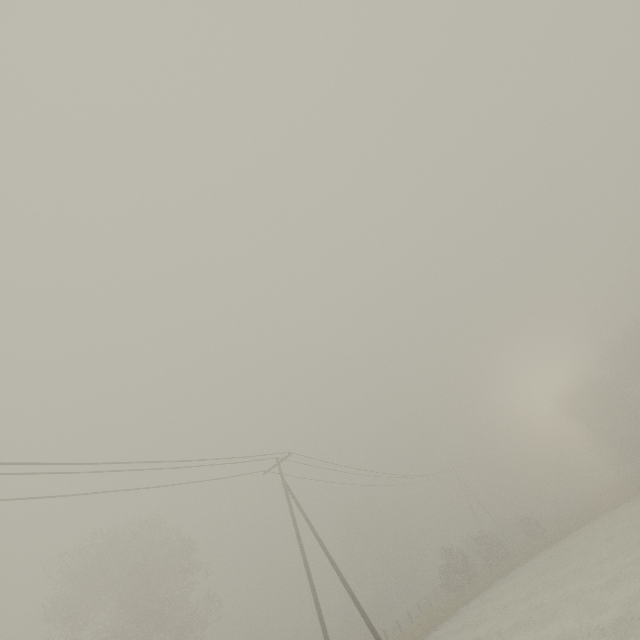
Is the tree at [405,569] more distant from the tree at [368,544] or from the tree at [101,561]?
the tree at [101,561]

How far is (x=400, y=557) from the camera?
59.6 meters

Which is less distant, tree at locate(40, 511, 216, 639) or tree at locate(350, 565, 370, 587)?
tree at locate(40, 511, 216, 639)

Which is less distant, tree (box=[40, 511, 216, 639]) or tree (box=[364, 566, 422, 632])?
tree (box=[40, 511, 216, 639])

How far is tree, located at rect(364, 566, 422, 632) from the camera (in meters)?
45.56

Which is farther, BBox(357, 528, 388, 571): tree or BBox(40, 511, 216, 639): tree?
BBox(357, 528, 388, 571): tree

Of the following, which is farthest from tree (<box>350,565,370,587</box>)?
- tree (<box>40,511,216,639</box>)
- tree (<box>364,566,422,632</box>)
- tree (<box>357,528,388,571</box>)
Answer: tree (<box>40,511,216,639</box>)

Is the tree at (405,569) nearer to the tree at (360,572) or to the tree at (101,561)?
the tree at (360,572)
